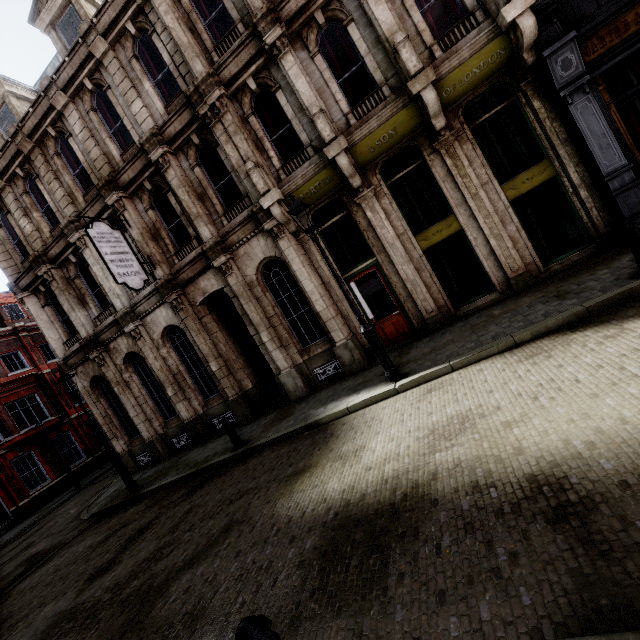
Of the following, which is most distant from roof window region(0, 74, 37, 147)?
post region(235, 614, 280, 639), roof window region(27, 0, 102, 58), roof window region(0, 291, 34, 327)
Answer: post region(235, 614, 280, 639)

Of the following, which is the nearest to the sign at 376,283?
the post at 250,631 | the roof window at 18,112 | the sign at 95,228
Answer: Answer: the sign at 95,228

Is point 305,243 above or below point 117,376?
above

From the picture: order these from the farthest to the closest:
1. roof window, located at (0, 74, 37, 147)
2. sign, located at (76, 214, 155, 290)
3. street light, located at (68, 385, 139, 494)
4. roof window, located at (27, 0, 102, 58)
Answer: roof window, located at (0, 74, 37, 147) < roof window, located at (27, 0, 102, 58) < street light, located at (68, 385, 139, 494) < sign, located at (76, 214, 155, 290)

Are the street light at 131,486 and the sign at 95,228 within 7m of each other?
yes

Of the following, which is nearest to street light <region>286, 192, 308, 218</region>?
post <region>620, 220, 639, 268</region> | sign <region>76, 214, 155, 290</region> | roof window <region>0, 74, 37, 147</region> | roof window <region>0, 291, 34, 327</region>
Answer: post <region>620, 220, 639, 268</region>

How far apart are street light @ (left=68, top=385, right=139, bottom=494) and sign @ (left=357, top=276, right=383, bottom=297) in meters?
9.9 m

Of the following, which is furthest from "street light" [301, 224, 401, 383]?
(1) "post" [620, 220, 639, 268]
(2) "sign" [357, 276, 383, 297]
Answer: (1) "post" [620, 220, 639, 268]
